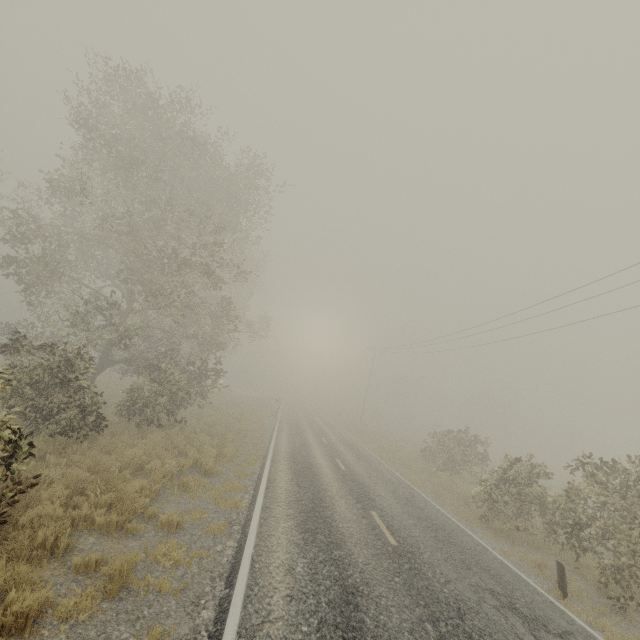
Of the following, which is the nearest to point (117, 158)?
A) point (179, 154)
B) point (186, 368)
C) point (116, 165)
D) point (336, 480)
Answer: point (116, 165)

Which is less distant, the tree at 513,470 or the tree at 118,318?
the tree at 513,470

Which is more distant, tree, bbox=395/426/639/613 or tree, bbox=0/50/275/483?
tree, bbox=0/50/275/483
